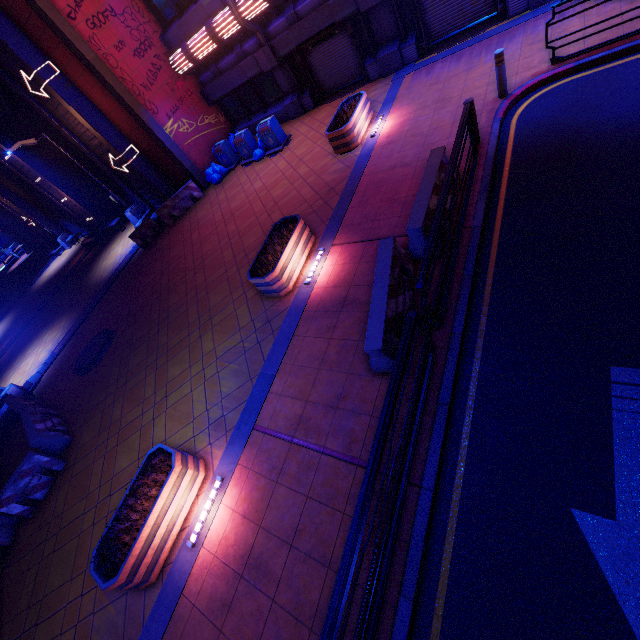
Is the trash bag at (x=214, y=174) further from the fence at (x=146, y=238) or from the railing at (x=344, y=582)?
the railing at (x=344, y=582)

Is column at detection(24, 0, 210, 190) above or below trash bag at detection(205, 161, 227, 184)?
above

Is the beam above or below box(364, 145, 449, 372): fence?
below

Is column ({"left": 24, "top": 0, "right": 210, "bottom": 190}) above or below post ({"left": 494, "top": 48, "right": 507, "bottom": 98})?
above

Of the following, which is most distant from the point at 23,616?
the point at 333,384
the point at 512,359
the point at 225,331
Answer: the point at 512,359

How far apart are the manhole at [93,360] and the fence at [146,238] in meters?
5.0

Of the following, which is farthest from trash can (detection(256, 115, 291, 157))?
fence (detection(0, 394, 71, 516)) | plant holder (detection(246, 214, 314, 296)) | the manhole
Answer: fence (detection(0, 394, 71, 516))

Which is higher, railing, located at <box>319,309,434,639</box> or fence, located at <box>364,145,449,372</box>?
railing, located at <box>319,309,434,639</box>
